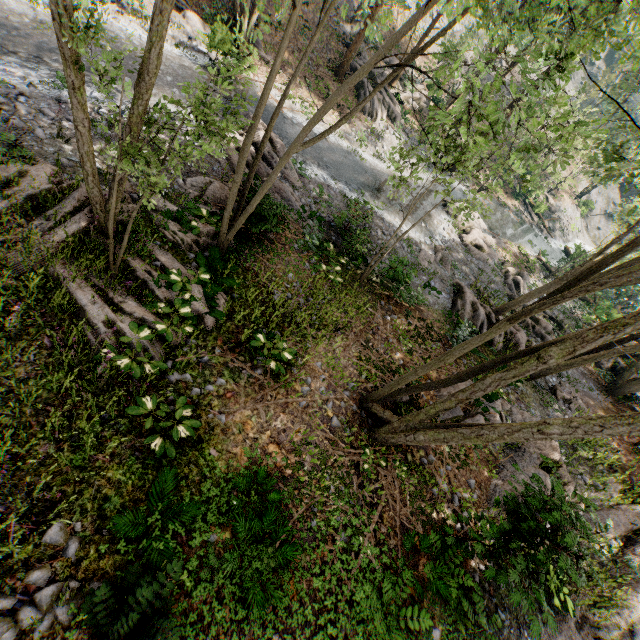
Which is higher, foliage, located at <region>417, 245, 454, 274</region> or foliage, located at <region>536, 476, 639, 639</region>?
foliage, located at <region>536, 476, 639, 639</region>

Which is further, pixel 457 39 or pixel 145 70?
pixel 457 39

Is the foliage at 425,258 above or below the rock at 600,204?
below

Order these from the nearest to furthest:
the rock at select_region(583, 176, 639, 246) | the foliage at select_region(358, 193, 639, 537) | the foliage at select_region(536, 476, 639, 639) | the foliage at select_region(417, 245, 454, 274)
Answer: the foliage at select_region(358, 193, 639, 537), the foliage at select_region(536, 476, 639, 639), the foliage at select_region(417, 245, 454, 274), the rock at select_region(583, 176, 639, 246)

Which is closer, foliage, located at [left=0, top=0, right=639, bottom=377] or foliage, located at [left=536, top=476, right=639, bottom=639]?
foliage, located at [left=0, top=0, right=639, bottom=377]

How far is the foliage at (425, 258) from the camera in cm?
1881
